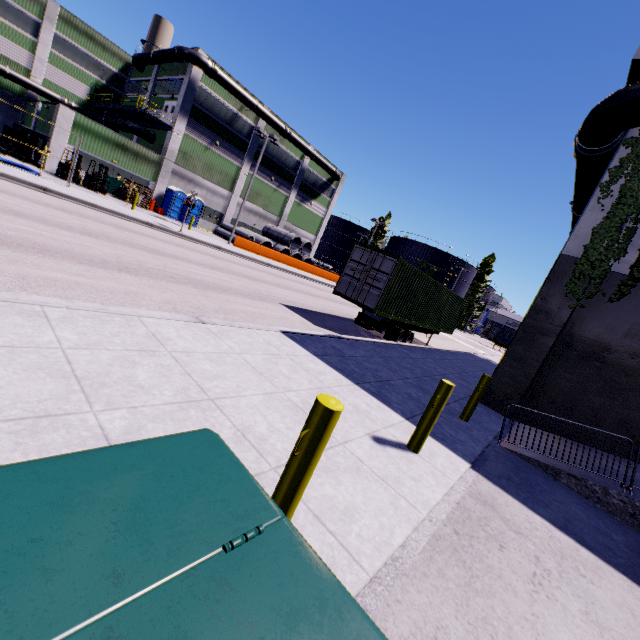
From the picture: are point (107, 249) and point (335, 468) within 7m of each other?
no

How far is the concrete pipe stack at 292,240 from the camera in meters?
38.0 m

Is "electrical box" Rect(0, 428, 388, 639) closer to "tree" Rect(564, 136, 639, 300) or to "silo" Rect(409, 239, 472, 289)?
"tree" Rect(564, 136, 639, 300)

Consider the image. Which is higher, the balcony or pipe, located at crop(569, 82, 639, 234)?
pipe, located at crop(569, 82, 639, 234)

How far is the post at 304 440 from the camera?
2.2m

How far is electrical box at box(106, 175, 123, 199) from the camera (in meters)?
27.28

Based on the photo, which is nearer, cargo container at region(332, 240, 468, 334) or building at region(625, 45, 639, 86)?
building at region(625, 45, 639, 86)

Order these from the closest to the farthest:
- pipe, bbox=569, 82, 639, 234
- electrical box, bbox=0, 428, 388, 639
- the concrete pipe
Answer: electrical box, bbox=0, 428, 388, 639 < pipe, bbox=569, 82, 639, 234 < the concrete pipe
